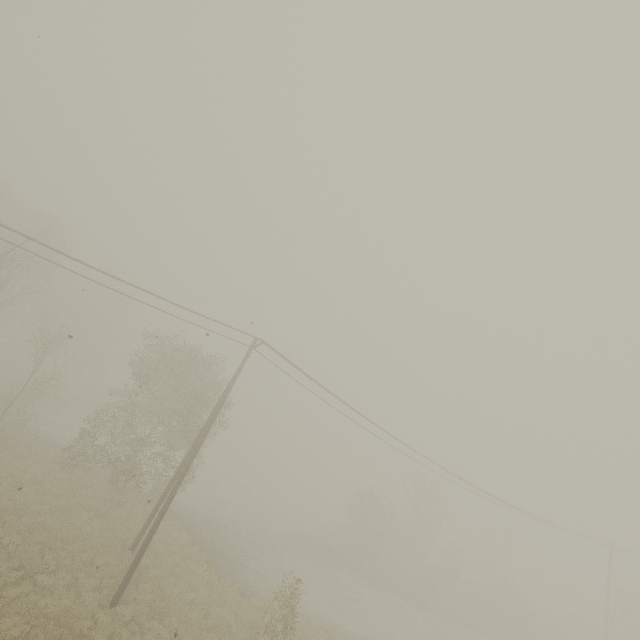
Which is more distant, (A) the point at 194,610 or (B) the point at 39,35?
(A) the point at 194,610
